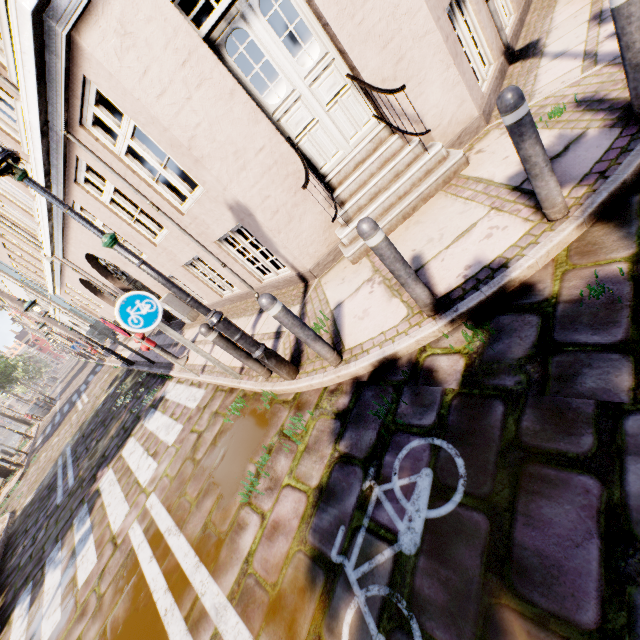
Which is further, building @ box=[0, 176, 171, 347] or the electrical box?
the electrical box

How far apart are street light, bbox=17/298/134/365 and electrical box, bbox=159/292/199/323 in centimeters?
401cm

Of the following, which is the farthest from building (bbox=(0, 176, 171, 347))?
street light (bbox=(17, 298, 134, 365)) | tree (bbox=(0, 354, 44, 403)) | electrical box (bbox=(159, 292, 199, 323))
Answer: tree (bbox=(0, 354, 44, 403))

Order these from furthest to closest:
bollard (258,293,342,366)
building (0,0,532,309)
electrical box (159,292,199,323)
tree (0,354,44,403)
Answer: tree (0,354,44,403), electrical box (159,292,199,323), building (0,0,532,309), bollard (258,293,342,366)

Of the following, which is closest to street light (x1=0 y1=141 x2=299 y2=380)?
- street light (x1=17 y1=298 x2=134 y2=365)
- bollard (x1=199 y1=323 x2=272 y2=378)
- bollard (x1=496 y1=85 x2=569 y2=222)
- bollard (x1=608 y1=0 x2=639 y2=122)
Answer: bollard (x1=199 y1=323 x2=272 y2=378)

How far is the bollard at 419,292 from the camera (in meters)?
2.44

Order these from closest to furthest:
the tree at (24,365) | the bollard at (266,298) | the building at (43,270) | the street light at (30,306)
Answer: the bollard at (266,298) < the building at (43,270) < the street light at (30,306) < the tree at (24,365)

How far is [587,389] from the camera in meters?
1.9 m
